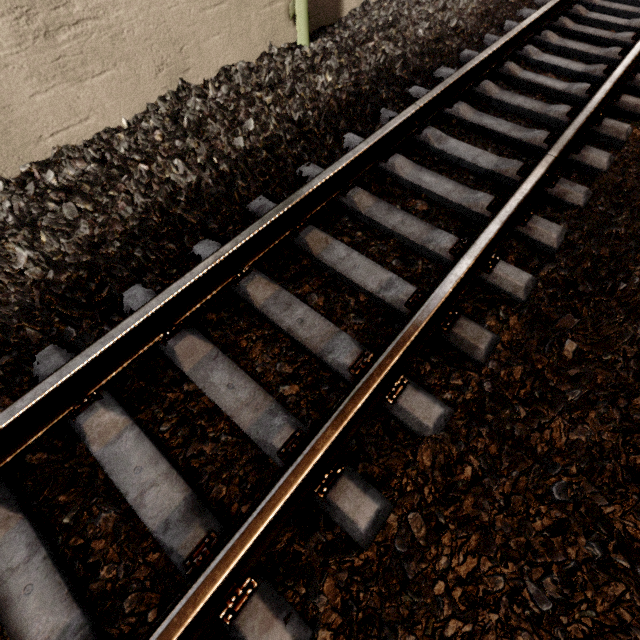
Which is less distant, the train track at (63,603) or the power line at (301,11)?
the train track at (63,603)

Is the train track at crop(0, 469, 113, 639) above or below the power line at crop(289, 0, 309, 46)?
below

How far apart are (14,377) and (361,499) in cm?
175

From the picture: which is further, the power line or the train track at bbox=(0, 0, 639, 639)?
the power line
